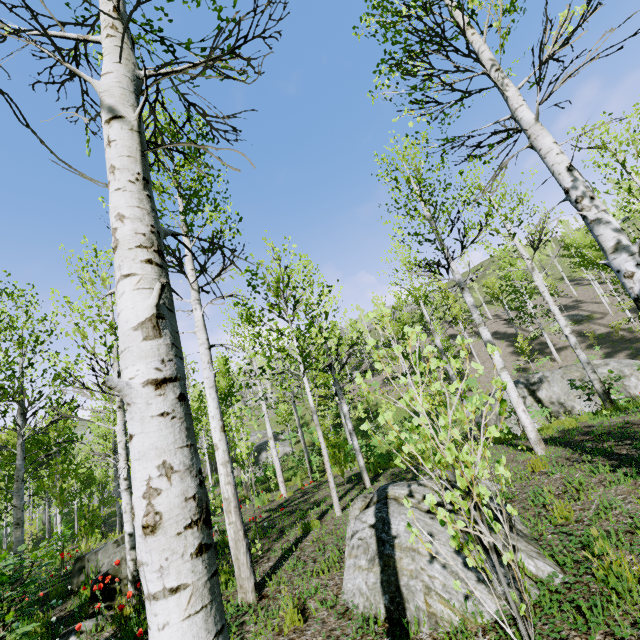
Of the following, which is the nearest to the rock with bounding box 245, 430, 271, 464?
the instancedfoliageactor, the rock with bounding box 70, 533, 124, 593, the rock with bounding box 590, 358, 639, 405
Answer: the instancedfoliageactor

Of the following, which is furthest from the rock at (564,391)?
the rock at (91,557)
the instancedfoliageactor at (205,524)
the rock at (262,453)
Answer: the rock at (262,453)

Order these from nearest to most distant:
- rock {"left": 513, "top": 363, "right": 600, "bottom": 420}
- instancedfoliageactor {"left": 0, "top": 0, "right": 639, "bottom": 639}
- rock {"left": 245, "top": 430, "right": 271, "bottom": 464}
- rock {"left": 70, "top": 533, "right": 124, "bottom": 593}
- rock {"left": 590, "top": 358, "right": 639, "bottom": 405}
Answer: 1. instancedfoliageactor {"left": 0, "top": 0, "right": 639, "bottom": 639}
2. rock {"left": 70, "top": 533, "right": 124, "bottom": 593}
3. rock {"left": 590, "top": 358, "right": 639, "bottom": 405}
4. rock {"left": 513, "top": 363, "right": 600, "bottom": 420}
5. rock {"left": 245, "top": 430, "right": 271, "bottom": 464}

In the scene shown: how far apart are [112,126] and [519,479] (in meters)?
6.66

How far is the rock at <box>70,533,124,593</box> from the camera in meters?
6.7 m

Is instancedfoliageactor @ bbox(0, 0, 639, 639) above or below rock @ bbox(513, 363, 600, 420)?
above

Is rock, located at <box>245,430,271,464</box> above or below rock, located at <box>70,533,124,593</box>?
above

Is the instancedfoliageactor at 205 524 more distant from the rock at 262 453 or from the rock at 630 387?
the rock at 630 387
